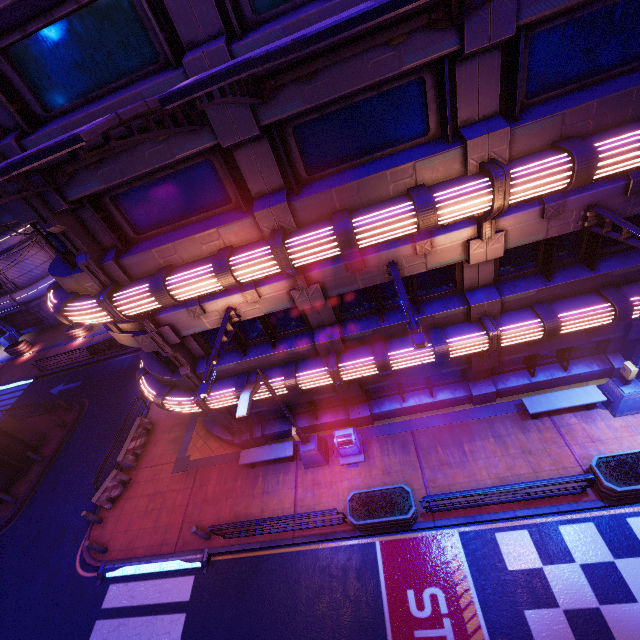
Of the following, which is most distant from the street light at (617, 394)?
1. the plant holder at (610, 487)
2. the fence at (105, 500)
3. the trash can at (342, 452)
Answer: the fence at (105, 500)

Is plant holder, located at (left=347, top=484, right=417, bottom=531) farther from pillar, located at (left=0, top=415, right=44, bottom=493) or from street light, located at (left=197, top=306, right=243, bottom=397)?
pillar, located at (left=0, top=415, right=44, bottom=493)

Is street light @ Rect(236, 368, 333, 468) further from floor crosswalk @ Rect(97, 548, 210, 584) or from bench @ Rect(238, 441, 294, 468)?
floor crosswalk @ Rect(97, 548, 210, 584)

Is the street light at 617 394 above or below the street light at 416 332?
below

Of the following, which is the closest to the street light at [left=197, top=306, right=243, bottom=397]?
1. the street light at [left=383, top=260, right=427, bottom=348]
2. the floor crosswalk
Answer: the street light at [left=383, top=260, right=427, bottom=348]

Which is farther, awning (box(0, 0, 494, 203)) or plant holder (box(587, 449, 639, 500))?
plant holder (box(587, 449, 639, 500))

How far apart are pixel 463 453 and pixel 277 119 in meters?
12.2

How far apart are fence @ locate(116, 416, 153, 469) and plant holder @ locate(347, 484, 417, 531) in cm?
1148
